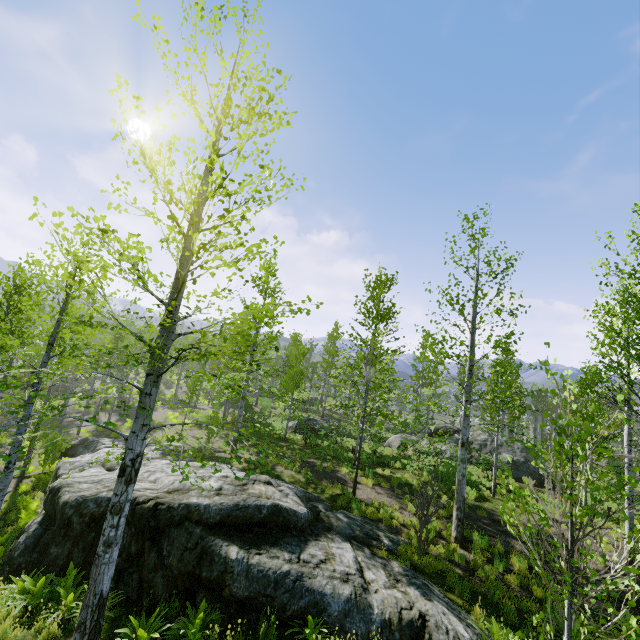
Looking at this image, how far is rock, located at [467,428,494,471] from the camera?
20.6m

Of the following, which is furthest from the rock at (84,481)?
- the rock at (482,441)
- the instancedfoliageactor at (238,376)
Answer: the rock at (482,441)

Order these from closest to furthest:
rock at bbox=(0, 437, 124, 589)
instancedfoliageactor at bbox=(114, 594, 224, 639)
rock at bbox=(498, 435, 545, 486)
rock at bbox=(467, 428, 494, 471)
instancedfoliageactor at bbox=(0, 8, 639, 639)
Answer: instancedfoliageactor at bbox=(0, 8, 639, 639) → instancedfoliageactor at bbox=(114, 594, 224, 639) → rock at bbox=(0, 437, 124, 589) → rock at bbox=(498, 435, 545, 486) → rock at bbox=(467, 428, 494, 471)

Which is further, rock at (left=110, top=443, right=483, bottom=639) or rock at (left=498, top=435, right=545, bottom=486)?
rock at (left=498, top=435, right=545, bottom=486)

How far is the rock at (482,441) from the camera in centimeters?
2064cm

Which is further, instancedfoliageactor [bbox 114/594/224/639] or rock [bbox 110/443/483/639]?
rock [bbox 110/443/483/639]

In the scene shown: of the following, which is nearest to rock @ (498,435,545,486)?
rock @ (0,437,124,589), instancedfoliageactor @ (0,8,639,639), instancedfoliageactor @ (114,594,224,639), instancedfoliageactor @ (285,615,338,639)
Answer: instancedfoliageactor @ (0,8,639,639)

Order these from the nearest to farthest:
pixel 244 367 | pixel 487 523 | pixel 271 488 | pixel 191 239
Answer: pixel 191 239 → pixel 271 488 → pixel 487 523 → pixel 244 367
